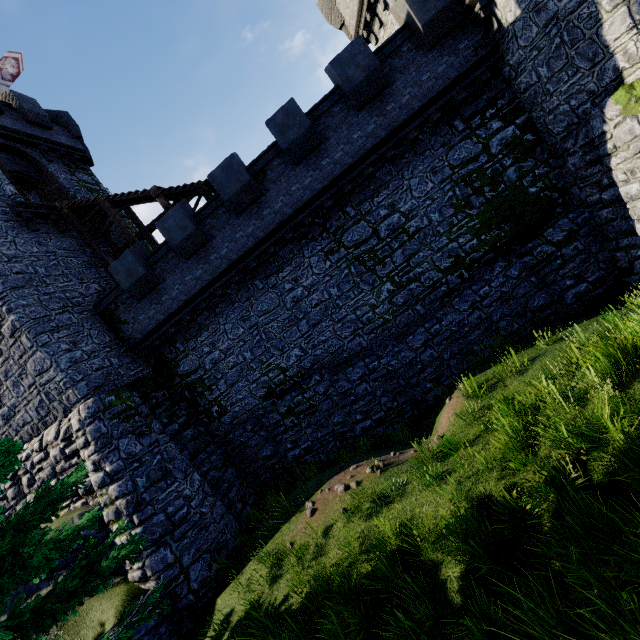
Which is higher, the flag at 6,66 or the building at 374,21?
the flag at 6,66

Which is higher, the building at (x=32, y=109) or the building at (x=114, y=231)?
the building at (x=32, y=109)

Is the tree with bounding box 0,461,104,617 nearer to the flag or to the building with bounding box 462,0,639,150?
the building with bounding box 462,0,639,150

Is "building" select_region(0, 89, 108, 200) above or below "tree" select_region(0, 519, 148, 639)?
above

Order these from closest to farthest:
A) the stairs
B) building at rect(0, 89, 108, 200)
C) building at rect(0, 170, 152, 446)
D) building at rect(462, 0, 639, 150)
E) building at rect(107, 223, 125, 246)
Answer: building at rect(462, 0, 639, 150)
building at rect(0, 170, 152, 446)
the stairs
building at rect(0, 89, 108, 200)
building at rect(107, 223, 125, 246)

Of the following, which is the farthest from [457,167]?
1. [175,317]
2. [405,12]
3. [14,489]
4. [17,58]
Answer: [17,58]

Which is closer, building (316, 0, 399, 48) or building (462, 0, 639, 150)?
building (462, 0, 639, 150)

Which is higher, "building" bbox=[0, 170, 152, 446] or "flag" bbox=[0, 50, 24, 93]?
"flag" bbox=[0, 50, 24, 93]
